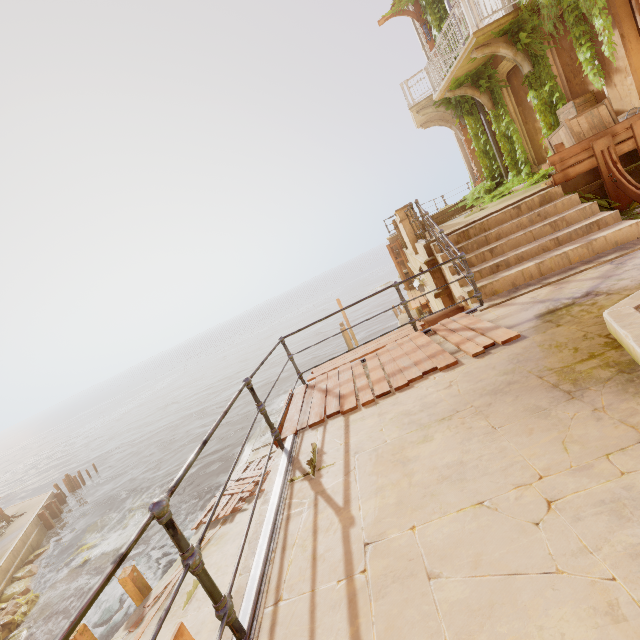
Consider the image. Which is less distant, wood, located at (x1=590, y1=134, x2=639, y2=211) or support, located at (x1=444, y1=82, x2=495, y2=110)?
wood, located at (x1=590, y1=134, x2=639, y2=211)

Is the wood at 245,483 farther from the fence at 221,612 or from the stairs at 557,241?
the stairs at 557,241

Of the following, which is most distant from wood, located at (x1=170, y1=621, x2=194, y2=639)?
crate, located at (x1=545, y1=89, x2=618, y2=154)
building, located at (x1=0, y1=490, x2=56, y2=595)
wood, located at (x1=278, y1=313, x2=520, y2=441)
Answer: building, located at (x1=0, y1=490, x2=56, y2=595)

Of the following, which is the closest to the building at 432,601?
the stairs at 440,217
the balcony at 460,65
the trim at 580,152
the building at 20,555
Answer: the building at 20,555

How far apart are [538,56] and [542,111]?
1.44m

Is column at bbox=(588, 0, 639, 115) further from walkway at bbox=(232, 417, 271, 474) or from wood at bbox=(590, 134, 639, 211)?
walkway at bbox=(232, 417, 271, 474)

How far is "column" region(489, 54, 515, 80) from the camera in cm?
1048

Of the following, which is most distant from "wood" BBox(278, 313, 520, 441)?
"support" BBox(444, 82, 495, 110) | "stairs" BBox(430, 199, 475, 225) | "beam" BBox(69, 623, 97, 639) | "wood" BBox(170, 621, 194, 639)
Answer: "support" BBox(444, 82, 495, 110)
